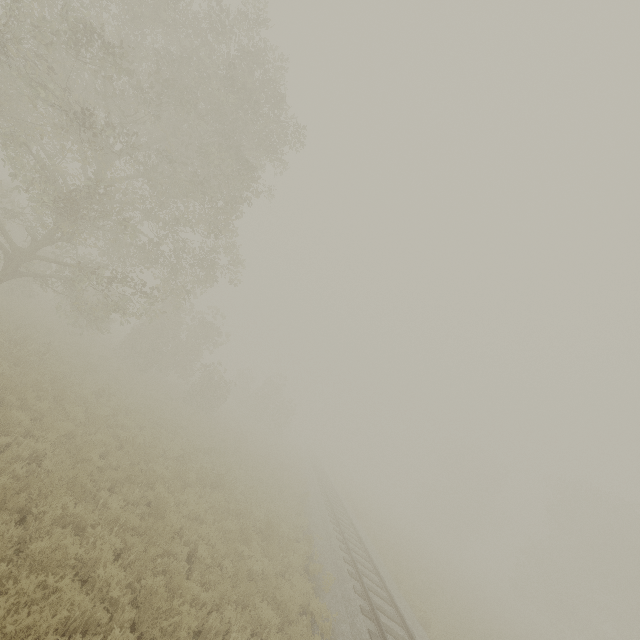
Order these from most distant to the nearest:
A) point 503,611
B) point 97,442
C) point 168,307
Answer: point 503,611 < point 168,307 < point 97,442

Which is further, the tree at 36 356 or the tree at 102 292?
the tree at 36 356

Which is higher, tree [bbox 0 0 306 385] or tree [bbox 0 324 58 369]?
tree [bbox 0 0 306 385]

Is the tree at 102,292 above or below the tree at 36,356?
above

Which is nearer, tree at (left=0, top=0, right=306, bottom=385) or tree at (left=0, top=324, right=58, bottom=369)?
tree at (left=0, top=0, right=306, bottom=385)
